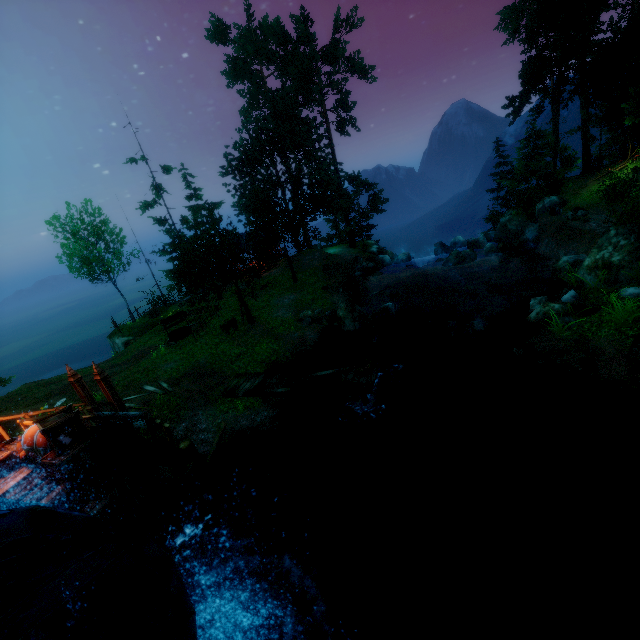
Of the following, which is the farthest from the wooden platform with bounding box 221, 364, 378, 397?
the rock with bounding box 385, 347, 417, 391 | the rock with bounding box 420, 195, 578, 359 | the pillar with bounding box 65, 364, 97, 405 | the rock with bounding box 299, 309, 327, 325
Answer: the rock with bounding box 420, 195, 578, 359

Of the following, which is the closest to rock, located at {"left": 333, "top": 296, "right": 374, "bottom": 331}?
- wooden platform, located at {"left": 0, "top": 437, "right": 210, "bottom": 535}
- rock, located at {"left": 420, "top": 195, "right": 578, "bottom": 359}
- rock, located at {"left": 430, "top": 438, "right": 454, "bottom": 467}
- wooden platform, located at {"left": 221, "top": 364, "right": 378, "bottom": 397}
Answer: rock, located at {"left": 420, "top": 195, "right": 578, "bottom": 359}

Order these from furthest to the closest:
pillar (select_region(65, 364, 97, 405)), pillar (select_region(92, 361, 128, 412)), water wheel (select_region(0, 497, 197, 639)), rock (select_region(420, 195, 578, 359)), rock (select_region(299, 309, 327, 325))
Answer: rock (select_region(299, 309, 327, 325)) < rock (select_region(420, 195, 578, 359)) < pillar (select_region(65, 364, 97, 405)) < pillar (select_region(92, 361, 128, 412)) < water wheel (select_region(0, 497, 197, 639))

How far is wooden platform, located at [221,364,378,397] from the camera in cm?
1214

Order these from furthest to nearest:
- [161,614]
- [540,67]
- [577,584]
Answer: [540,67] < [577,584] < [161,614]

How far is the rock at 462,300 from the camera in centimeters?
1339cm

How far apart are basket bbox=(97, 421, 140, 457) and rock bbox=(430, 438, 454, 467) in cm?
908

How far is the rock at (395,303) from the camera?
19.1m
